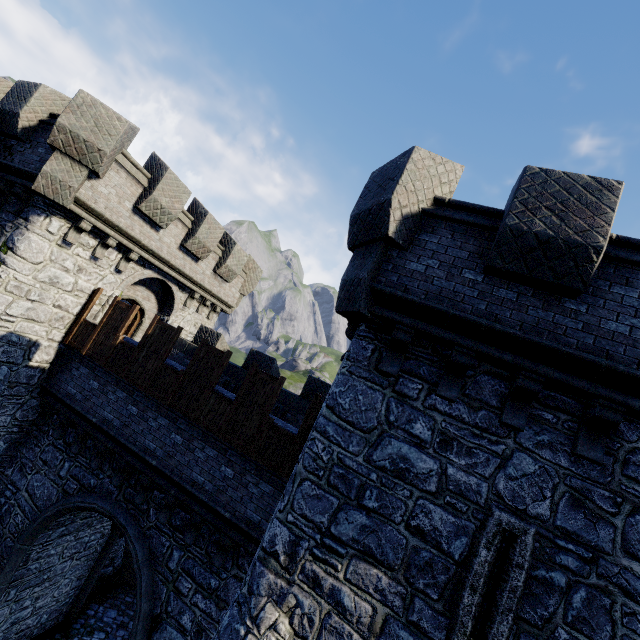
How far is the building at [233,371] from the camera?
10.16m

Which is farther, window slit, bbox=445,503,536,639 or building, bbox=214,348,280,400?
building, bbox=214,348,280,400

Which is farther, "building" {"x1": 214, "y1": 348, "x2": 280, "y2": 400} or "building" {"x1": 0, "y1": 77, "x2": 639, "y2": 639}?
"building" {"x1": 214, "y1": 348, "x2": 280, "y2": 400}

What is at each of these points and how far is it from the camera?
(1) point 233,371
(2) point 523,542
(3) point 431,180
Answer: (1) building, 13.5m
(2) window slit, 4.4m
(3) building, 6.0m

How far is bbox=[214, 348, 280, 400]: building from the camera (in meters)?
10.16

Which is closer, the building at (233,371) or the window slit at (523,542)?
the window slit at (523,542)
